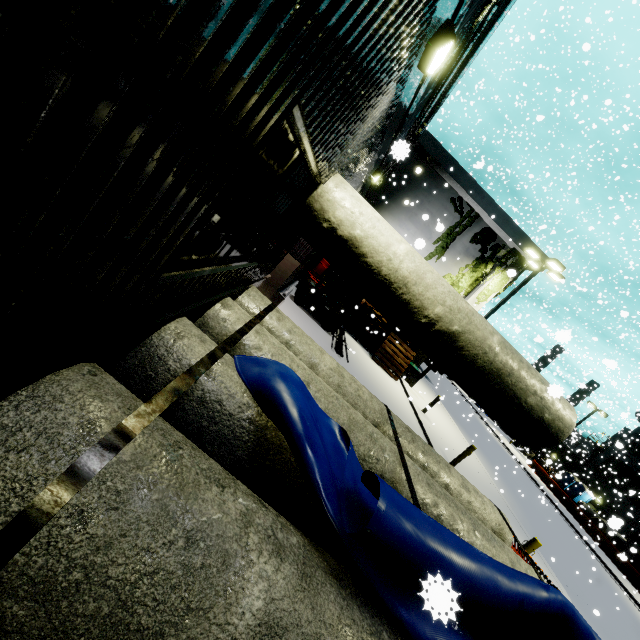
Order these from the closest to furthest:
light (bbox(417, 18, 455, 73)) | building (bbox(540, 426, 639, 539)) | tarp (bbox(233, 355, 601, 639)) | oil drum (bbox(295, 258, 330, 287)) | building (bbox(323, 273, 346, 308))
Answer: tarp (bbox(233, 355, 601, 639)) → light (bbox(417, 18, 455, 73)) → oil drum (bbox(295, 258, 330, 287)) → building (bbox(323, 273, 346, 308)) → building (bbox(540, 426, 639, 539))

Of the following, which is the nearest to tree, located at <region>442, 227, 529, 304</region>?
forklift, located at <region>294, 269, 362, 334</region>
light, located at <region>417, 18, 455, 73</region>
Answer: light, located at <region>417, 18, 455, 73</region>

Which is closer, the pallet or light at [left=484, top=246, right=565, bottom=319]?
light at [left=484, top=246, right=565, bottom=319]

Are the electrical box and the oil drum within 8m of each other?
yes

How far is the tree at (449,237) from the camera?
18.8m

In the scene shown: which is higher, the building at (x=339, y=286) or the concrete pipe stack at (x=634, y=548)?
the concrete pipe stack at (x=634, y=548)

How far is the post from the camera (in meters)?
7.88

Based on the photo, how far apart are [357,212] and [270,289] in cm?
864
